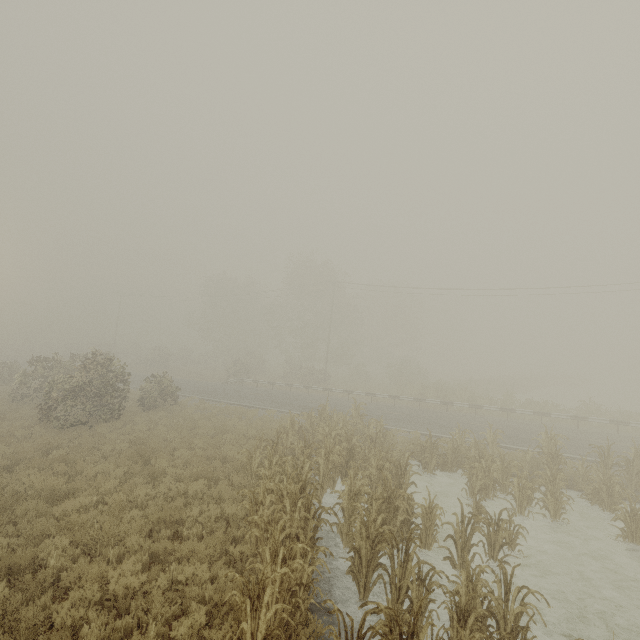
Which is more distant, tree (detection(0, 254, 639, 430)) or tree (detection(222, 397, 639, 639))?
tree (detection(0, 254, 639, 430))

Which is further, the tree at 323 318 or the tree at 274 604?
the tree at 323 318

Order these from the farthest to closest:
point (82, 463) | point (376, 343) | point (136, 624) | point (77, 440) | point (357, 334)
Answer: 1. point (376, 343)
2. point (357, 334)
3. point (77, 440)
4. point (82, 463)
5. point (136, 624)
